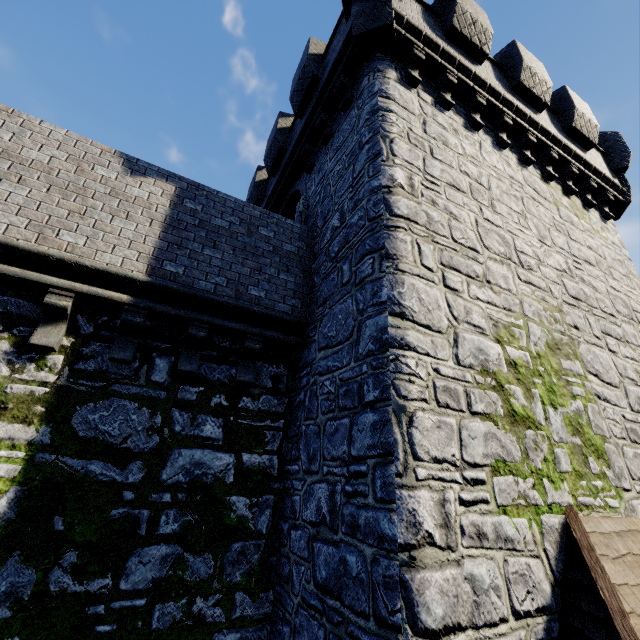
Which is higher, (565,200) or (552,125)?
(552,125)
